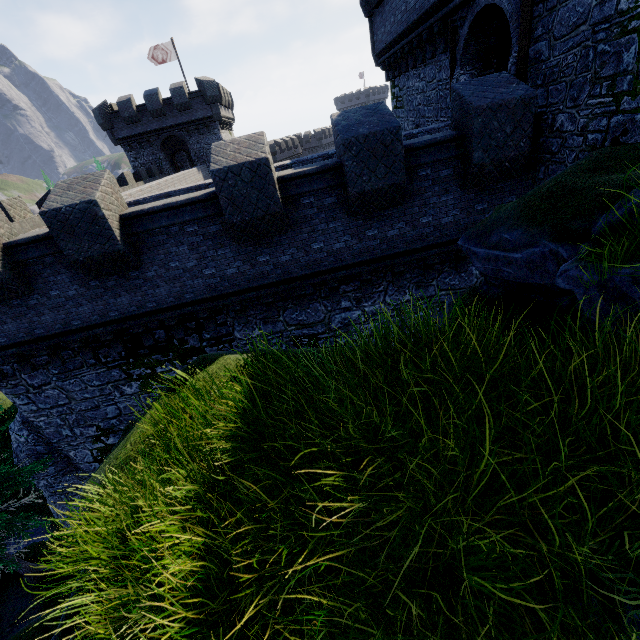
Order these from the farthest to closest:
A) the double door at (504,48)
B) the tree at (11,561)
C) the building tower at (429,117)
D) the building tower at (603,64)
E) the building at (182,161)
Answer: the building at (182,161) < the double door at (504,48) < the building tower at (429,117) < the tree at (11,561) < the building tower at (603,64)

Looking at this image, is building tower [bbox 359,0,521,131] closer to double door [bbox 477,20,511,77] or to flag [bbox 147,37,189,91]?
double door [bbox 477,20,511,77]

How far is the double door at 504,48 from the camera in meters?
9.9

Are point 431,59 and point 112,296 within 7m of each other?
no

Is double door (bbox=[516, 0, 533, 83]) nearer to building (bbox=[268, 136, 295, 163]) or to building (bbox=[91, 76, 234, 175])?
building (bbox=[91, 76, 234, 175])

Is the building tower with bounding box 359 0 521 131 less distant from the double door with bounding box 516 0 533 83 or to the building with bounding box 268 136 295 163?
the double door with bounding box 516 0 533 83

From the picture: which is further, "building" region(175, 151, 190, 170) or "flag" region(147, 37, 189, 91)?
"building" region(175, 151, 190, 170)

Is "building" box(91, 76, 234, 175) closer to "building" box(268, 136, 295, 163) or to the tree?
"building" box(268, 136, 295, 163)
